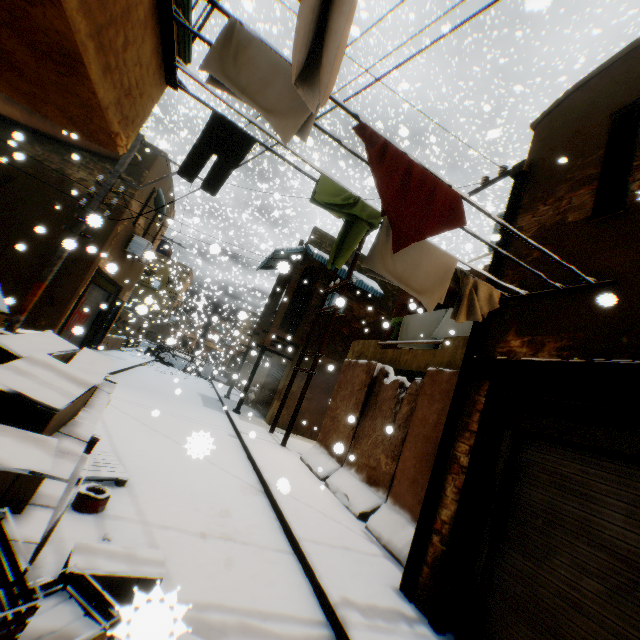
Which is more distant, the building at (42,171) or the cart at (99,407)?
the building at (42,171)

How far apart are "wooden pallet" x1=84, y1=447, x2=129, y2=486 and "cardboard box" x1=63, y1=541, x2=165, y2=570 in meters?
1.4 m

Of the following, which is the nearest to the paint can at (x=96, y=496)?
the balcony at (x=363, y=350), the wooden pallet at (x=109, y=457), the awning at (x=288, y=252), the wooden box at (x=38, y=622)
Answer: the wooden pallet at (x=109, y=457)

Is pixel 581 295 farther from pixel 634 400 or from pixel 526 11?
pixel 526 11

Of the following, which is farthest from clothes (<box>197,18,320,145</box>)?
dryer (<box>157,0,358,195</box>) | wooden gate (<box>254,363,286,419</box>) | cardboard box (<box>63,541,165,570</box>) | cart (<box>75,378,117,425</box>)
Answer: wooden gate (<box>254,363,286,419</box>)

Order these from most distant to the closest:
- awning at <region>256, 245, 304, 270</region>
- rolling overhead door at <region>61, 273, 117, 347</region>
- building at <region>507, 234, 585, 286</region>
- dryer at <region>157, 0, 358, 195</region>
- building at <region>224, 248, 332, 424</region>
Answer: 1. awning at <region>256, 245, 304, 270</region>
2. building at <region>224, 248, 332, 424</region>
3. rolling overhead door at <region>61, 273, 117, 347</region>
4. building at <region>507, 234, 585, 286</region>
5. dryer at <region>157, 0, 358, 195</region>

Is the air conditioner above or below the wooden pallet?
above

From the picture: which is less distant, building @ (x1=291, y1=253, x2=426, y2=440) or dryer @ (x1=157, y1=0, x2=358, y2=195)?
dryer @ (x1=157, y1=0, x2=358, y2=195)
